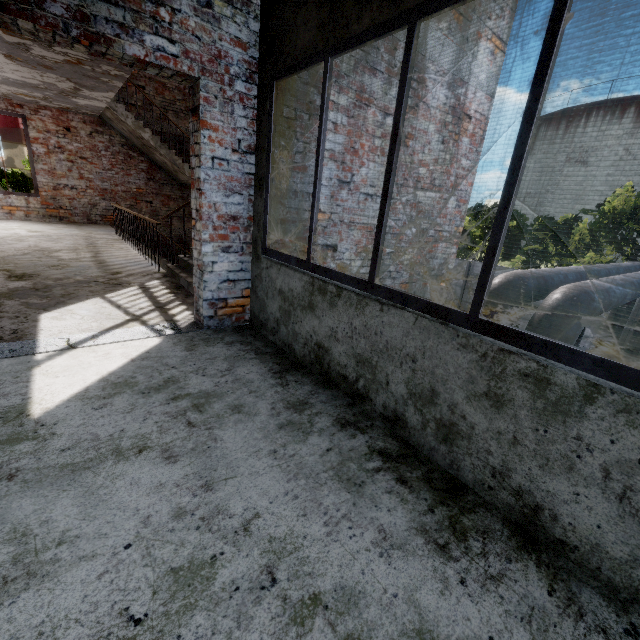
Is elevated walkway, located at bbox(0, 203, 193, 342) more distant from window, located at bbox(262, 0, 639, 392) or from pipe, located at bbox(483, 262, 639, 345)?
window, located at bbox(262, 0, 639, 392)

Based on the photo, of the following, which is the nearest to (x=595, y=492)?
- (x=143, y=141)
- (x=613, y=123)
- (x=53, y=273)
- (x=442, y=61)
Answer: (x=442, y=61)

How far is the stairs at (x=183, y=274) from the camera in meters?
4.7 m

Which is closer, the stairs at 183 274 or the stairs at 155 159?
the stairs at 183 274

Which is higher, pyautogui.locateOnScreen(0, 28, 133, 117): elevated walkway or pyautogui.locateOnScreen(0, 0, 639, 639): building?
pyautogui.locateOnScreen(0, 28, 133, 117): elevated walkway

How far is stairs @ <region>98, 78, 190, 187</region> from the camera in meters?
8.5 m

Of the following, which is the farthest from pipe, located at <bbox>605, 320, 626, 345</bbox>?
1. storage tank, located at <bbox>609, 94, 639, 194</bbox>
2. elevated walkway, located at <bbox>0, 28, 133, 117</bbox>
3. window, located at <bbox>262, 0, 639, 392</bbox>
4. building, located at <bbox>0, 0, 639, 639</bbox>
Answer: storage tank, located at <bbox>609, 94, 639, 194</bbox>
